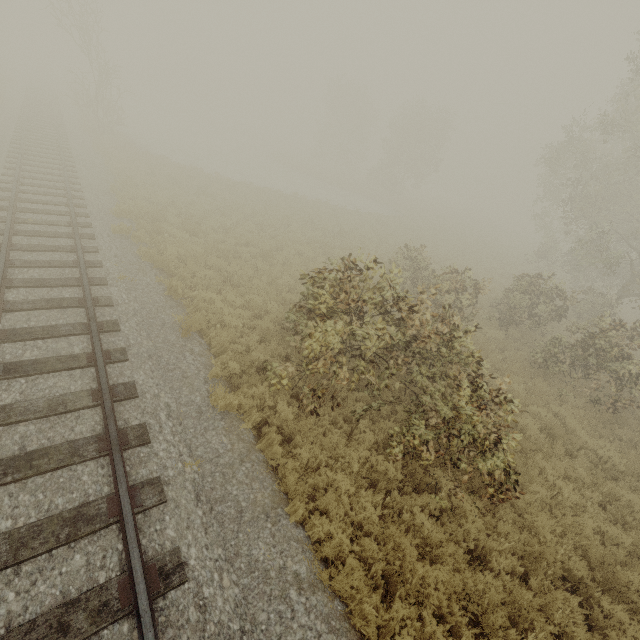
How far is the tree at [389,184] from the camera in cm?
3712

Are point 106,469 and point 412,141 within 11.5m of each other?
no

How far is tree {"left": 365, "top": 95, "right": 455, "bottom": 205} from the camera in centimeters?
3712cm
